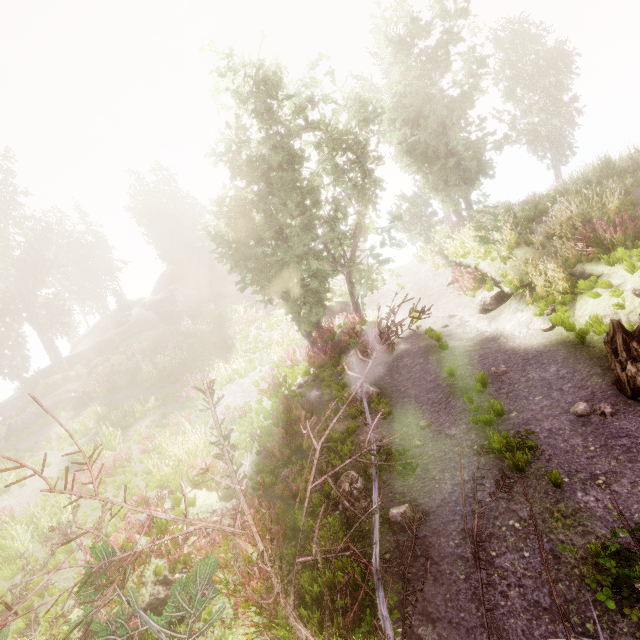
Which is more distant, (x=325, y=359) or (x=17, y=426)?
(x=17, y=426)

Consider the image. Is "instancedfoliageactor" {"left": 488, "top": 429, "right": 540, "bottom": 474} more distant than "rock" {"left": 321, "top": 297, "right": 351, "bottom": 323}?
No

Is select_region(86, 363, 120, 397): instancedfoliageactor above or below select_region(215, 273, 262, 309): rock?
below

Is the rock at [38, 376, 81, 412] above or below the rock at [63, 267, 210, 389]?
below

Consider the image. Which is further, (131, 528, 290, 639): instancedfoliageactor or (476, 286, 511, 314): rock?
(476, 286, 511, 314): rock

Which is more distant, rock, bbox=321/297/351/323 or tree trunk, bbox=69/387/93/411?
rock, bbox=321/297/351/323

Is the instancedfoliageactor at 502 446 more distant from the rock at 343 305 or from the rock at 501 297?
the rock at 501 297

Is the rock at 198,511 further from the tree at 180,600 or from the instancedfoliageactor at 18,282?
the instancedfoliageactor at 18,282
